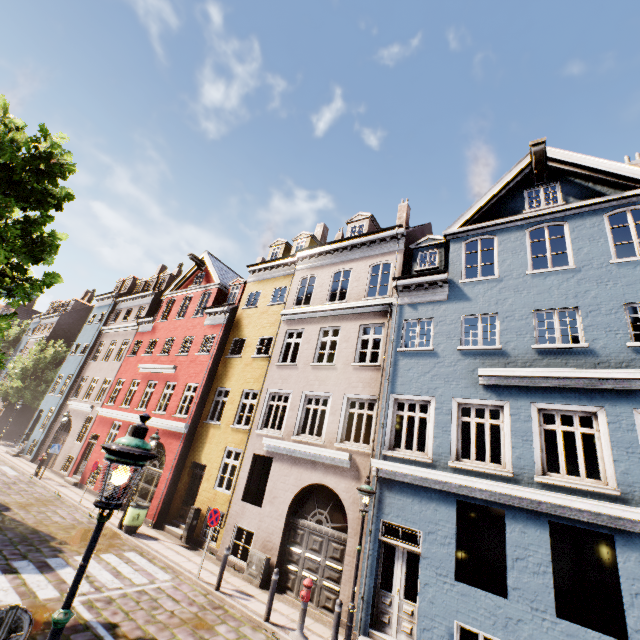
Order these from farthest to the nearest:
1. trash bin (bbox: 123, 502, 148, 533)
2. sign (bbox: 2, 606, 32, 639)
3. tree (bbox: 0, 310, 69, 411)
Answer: trash bin (bbox: 123, 502, 148, 533), tree (bbox: 0, 310, 69, 411), sign (bbox: 2, 606, 32, 639)

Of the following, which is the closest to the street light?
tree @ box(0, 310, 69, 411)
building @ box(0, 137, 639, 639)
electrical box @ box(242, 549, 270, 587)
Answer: building @ box(0, 137, 639, 639)

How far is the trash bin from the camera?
12.63m

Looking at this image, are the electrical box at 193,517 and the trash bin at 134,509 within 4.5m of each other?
yes

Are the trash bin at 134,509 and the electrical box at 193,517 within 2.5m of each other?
yes

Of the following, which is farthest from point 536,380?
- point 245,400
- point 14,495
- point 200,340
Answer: point 14,495

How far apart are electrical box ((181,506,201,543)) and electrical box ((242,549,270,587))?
3.6m

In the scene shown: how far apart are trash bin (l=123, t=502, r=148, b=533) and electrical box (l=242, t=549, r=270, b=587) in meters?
5.1 m
